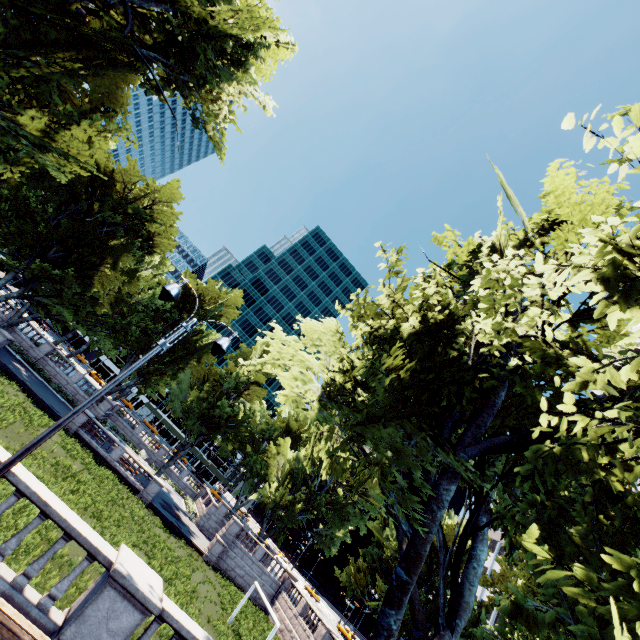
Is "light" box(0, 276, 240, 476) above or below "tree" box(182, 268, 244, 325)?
below

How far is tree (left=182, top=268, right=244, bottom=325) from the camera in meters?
46.7

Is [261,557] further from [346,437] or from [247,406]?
[346,437]

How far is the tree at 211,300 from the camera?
46.7m

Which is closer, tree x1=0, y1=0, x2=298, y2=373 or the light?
the light

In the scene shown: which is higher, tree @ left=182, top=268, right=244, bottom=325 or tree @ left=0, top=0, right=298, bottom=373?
tree @ left=182, top=268, right=244, bottom=325

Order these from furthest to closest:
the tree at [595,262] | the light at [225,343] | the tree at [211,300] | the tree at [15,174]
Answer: the tree at [211,300] → the tree at [15,174] → the light at [225,343] → the tree at [595,262]

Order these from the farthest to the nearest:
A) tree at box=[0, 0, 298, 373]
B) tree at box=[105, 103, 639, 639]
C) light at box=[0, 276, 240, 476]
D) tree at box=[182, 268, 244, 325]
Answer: tree at box=[182, 268, 244, 325]
tree at box=[0, 0, 298, 373]
light at box=[0, 276, 240, 476]
tree at box=[105, 103, 639, 639]
